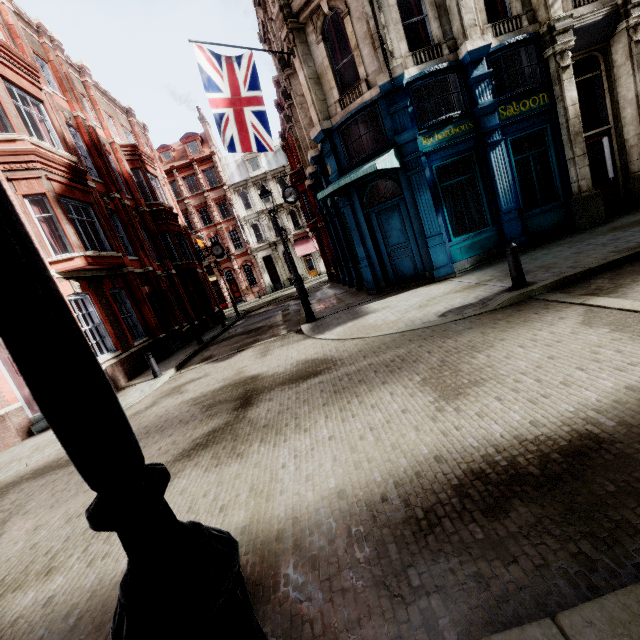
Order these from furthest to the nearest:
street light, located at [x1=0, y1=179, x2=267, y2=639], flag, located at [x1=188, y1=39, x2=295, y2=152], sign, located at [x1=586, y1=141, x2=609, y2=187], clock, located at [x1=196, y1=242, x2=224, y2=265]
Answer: clock, located at [x1=196, y1=242, x2=224, y2=265] → sign, located at [x1=586, y1=141, x2=609, y2=187] → flag, located at [x1=188, y1=39, x2=295, y2=152] → street light, located at [x1=0, y1=179, x2=267, y2=639]

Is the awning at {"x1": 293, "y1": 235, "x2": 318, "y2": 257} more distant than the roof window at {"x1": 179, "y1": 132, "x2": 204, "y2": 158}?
No

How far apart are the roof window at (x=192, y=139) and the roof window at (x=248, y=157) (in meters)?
4.66

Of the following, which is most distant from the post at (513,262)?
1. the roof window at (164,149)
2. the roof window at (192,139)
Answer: the roof window at (164,149)

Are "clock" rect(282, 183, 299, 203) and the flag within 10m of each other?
yes

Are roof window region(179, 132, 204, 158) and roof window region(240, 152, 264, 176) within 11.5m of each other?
yes

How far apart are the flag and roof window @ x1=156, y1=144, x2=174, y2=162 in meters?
36.1

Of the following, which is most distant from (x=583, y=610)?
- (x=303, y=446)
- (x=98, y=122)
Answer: (x=98, y=122)
